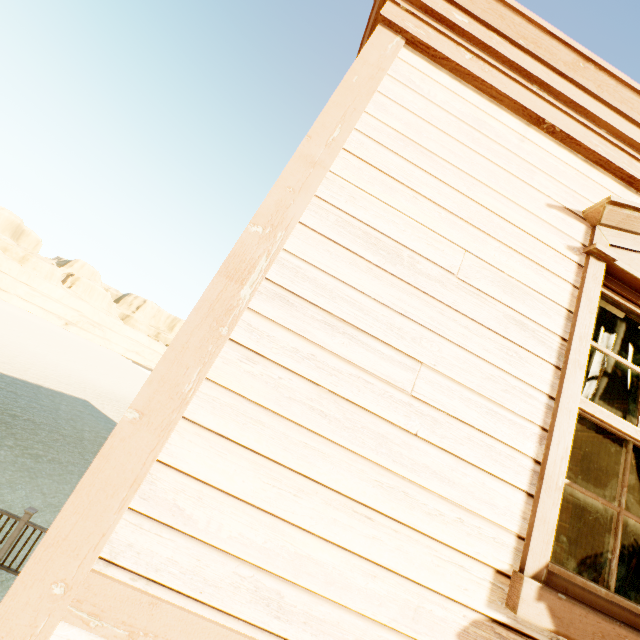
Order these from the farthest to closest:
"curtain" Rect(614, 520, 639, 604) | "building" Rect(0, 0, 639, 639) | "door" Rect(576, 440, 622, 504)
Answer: "door" Rect(576, 440, 622, 504)
"curtain" Rect(614, 520, 639, 604)
"building" Rect(0, 0, 639, 639)

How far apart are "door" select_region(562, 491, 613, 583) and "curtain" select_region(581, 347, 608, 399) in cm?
247

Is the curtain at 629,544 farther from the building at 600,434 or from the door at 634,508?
the door at 634,508

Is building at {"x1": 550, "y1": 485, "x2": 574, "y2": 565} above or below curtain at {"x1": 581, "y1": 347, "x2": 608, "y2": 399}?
below

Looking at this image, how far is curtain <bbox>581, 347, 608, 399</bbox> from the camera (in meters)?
1.91

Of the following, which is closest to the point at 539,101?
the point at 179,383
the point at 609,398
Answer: the point at 179,383

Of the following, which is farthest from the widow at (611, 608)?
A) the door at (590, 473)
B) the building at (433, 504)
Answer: the door at (590, 473)

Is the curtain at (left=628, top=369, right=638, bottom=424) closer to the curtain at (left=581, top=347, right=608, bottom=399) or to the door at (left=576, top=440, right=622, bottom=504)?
the curtain at (left=581, top=347, right=608, bottom=399)
